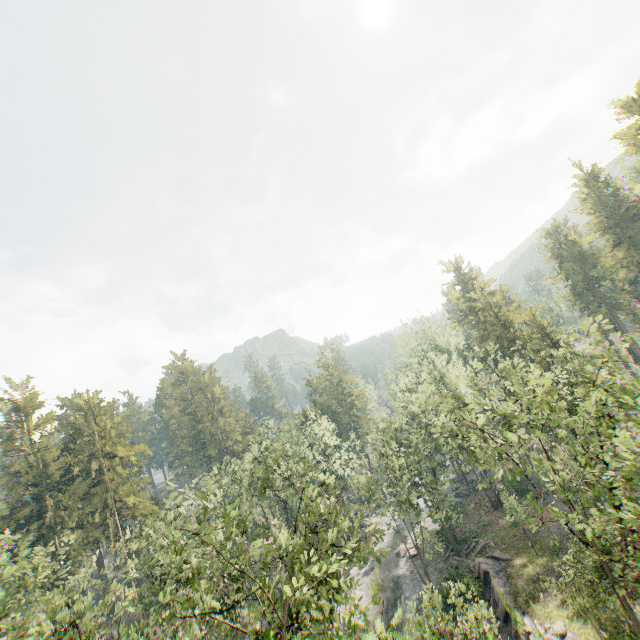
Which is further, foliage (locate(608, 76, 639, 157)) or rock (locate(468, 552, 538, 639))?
foliage (locate(608, 76, 639, 157))

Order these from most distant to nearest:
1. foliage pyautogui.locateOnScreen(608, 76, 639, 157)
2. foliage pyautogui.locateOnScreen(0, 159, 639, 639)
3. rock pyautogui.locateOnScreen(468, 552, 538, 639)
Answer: foliage pyautogui.locateOnScreen(608, 76, 639, 157), rock pyautogui.locateOnScreen(468, 552, 538, 639), foliage pyautogui.locateOnScreen(0, 159, 639, 639)

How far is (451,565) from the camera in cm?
3462

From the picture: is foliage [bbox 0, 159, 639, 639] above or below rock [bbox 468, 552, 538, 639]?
above

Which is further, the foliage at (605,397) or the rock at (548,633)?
the rock at (548,633)
